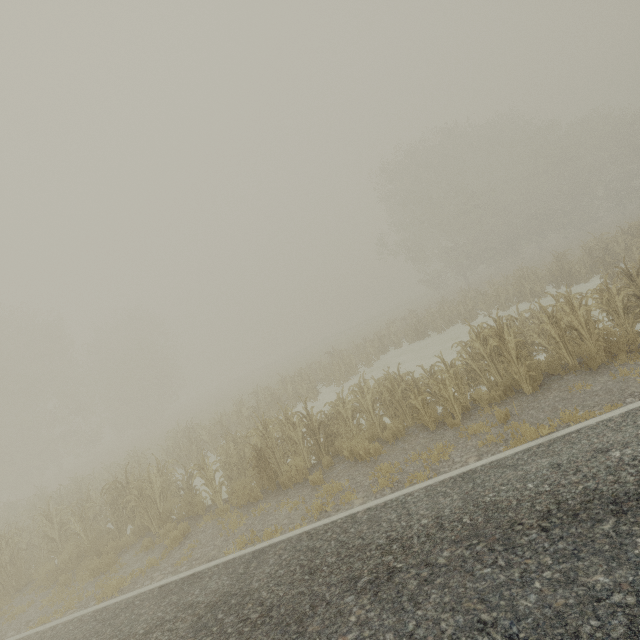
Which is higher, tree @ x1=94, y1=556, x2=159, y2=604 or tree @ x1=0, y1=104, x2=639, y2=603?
tree @ x1=0, y1=104, x2=639, y2=603

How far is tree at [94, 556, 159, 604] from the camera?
7.0 meters

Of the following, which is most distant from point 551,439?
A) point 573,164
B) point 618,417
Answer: point 573,164

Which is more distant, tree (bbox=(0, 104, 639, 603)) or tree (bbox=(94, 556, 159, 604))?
tree (bbox=(0, 104, 639, 603))

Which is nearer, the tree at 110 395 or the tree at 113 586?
the tree at 113 586

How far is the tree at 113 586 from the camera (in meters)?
6.96
